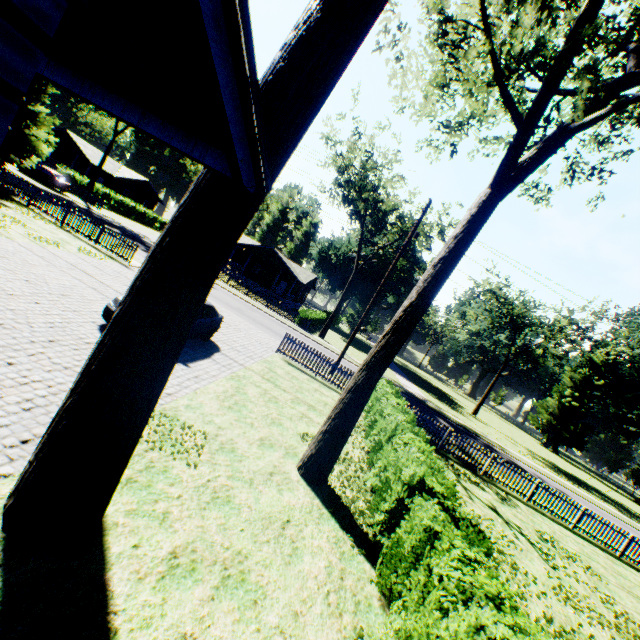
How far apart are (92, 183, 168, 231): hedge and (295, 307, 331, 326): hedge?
30.6m

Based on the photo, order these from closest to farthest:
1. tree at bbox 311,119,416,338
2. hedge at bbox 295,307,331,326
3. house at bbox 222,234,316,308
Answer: tree at bbox 311,119,416,338 → hedge at bbox 295,307,331,326 → house at bbox 222,234,316,308

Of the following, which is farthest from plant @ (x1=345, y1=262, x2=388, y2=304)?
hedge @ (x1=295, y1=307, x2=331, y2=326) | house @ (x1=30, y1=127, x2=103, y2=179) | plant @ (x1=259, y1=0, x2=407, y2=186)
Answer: house @ (x1=30, y1=127, x2=103, y2=179)

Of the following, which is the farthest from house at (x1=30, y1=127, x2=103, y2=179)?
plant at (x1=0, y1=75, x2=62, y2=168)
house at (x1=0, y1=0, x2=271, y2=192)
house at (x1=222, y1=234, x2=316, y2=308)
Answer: house at (x1=0, y1=0, x2=271, y2=192)

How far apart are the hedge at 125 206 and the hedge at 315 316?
30.6m

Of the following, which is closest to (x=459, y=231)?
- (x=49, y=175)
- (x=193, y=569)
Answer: (x=193, y=569)

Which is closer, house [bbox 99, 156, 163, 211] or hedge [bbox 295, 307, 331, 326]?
hedge [bbox 295, 307, 331, 326]

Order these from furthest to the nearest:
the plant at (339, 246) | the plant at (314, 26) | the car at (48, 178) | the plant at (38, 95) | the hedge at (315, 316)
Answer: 1. the plant at (339, 246)
2. the hedge at (315, 316)
3. the car at (48, 178)
4. the plant at (38, 95)
5. the plant at (314, 26)
